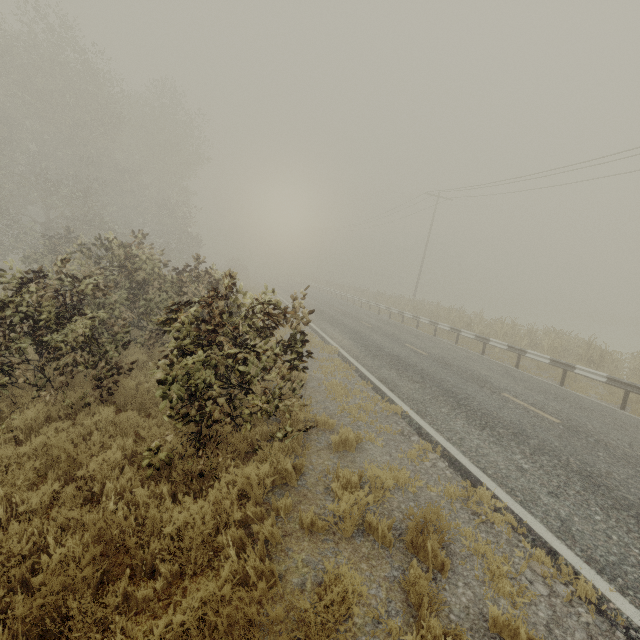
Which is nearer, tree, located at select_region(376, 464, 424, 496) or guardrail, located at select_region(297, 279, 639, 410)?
tree, located at select_region(376, 464, 424, 496)

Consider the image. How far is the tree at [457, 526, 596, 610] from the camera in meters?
3.5 m

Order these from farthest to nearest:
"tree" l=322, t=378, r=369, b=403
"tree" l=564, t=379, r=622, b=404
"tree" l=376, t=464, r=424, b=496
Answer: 1. "tree" l=564, t=379, r=622, b=404
2. "tree" l=322, t=378, r=369, b=403
3. "tree" l=376, t=464, r=424, b=496

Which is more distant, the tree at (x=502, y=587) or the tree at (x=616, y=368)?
the tree at (x=616, y=368)

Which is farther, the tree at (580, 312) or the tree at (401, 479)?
the tree at (580, 312)

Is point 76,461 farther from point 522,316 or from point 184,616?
point 522,316

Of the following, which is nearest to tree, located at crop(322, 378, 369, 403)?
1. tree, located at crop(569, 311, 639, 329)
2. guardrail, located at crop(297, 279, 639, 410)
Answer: guardrail, located at crop(297, 279, 639, 410)
